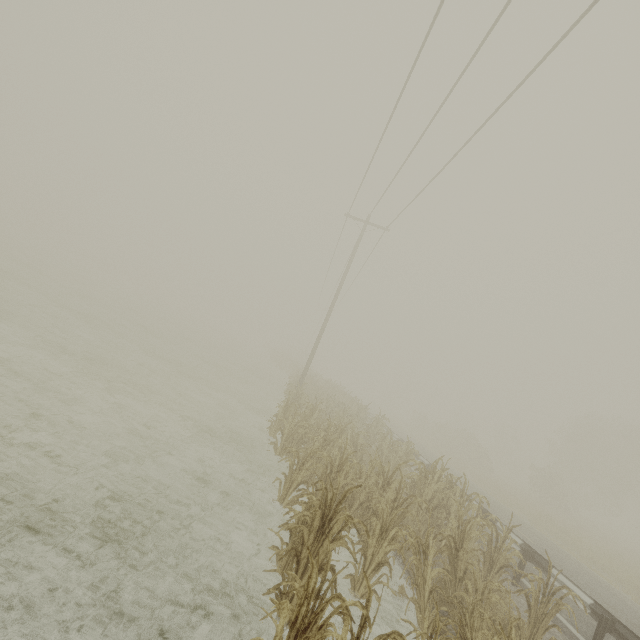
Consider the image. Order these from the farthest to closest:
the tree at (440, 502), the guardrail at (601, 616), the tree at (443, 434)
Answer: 1. the tree at (443, 434)
2. the guardrail at (601, 616)
3. the tree at (440, 502)

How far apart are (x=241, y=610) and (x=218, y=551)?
1.0m

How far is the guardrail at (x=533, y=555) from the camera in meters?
7.6

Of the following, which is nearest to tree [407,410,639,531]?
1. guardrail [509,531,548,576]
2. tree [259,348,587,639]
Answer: guardrail [509,531,548,576]

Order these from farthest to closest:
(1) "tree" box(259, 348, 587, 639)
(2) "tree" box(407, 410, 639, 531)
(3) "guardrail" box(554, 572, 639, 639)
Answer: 1. (2) "tree" box(407, 410, 639, 531)
2. (3) "guardrail" box(554, 572, 639, 639)
3. (1) "tree" box(259, 348, 587, 639)

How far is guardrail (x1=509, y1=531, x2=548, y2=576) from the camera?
7.6 meters

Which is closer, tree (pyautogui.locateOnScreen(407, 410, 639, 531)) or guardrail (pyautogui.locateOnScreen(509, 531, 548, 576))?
guardrail (pyautogui.locateOnScreen(509, 531, 548, 576))

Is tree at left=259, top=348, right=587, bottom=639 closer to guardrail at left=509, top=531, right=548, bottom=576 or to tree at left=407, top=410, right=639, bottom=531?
guardrail at left=509, top=531, right=548, bottom=576
